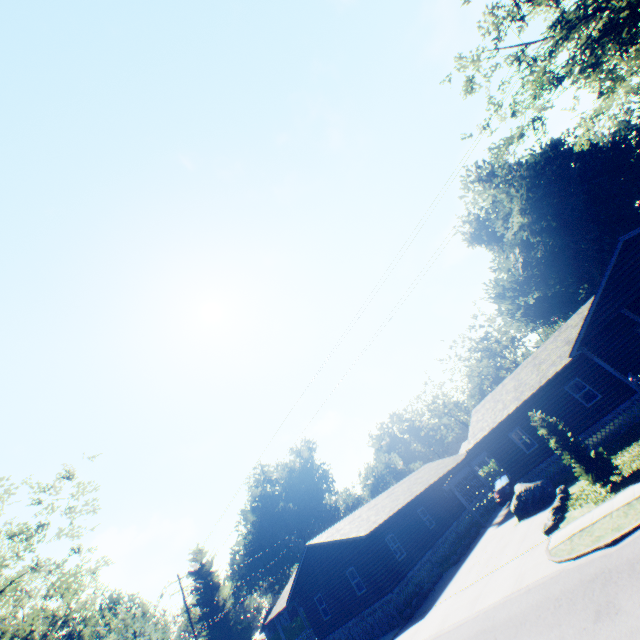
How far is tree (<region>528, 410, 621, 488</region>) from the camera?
12.83m

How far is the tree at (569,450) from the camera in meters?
12.8 m

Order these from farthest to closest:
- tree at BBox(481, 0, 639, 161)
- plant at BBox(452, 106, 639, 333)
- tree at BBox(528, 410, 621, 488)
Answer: plant at BBox(452, 106, 639, 333) < tree at BBox(481, 0, 639, 161) < tree at BBox(528, 410, 621, 488)

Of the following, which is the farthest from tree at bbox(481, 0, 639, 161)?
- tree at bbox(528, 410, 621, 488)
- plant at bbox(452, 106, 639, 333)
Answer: tree at bbox(528, 410, 621, 488)

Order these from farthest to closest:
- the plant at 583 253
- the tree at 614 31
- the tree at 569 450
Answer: the plant at 583 253 < the tree at 614 31 < the tree at 569 450

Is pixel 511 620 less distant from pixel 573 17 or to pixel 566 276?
pixel 573 17

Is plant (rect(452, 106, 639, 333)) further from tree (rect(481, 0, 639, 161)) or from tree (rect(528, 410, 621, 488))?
tree (rect(528, 410, 621, 488))
